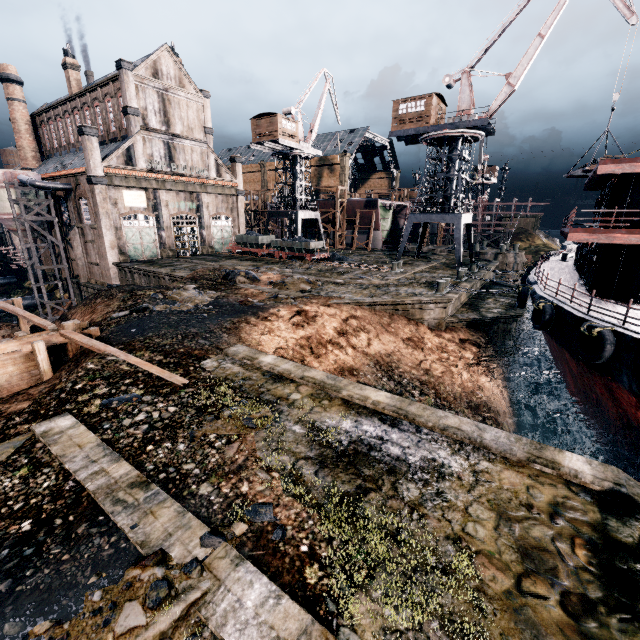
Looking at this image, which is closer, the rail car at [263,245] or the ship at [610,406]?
the ship at [610,406]

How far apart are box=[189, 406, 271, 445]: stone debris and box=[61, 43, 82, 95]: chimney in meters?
54.2 m

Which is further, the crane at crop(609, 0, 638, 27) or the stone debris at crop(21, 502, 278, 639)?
the crane at crop(609, 0, 638, 27)

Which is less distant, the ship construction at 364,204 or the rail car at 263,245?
the rail car at 263,245

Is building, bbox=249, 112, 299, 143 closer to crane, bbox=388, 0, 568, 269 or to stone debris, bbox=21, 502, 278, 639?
crane, bbox=388, 0, 568, 269

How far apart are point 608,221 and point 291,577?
25.00m

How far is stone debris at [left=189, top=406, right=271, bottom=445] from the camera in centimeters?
792cm

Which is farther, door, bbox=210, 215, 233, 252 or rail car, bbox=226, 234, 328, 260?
door, bbox=210, 215, 233, 252
